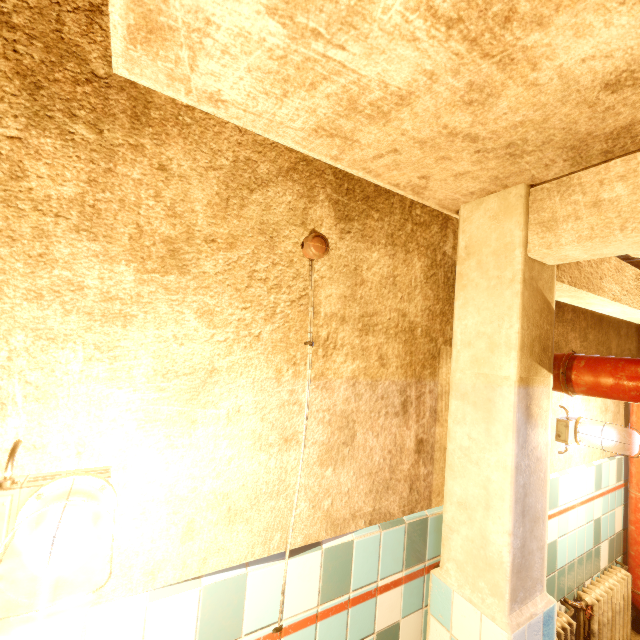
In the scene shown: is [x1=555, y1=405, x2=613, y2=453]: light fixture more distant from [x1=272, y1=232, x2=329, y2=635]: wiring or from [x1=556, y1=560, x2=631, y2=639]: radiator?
[x1=272, y1=232, x2=329, y2=635]: wiring

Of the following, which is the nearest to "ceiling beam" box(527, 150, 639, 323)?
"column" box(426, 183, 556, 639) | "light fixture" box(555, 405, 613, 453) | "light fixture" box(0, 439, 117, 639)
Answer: "column" box(426, 183, 556, 639)

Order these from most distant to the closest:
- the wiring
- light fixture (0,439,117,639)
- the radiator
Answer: the radiator
the wiring
light fixture (0,439,117,639)

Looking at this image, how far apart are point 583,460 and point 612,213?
2.3m

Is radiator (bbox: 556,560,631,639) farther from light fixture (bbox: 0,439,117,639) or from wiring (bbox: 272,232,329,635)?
light fixture (bbox: 0,439,117,639)

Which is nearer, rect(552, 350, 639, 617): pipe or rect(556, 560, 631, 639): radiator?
rect(552, 350, 639, 617): pipe

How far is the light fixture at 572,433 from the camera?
2.1 meters

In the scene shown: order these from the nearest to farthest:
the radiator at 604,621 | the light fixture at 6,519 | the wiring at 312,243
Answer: the light fixture at 6,519 → the wiring at 312,243 → the radiator at 604,621
